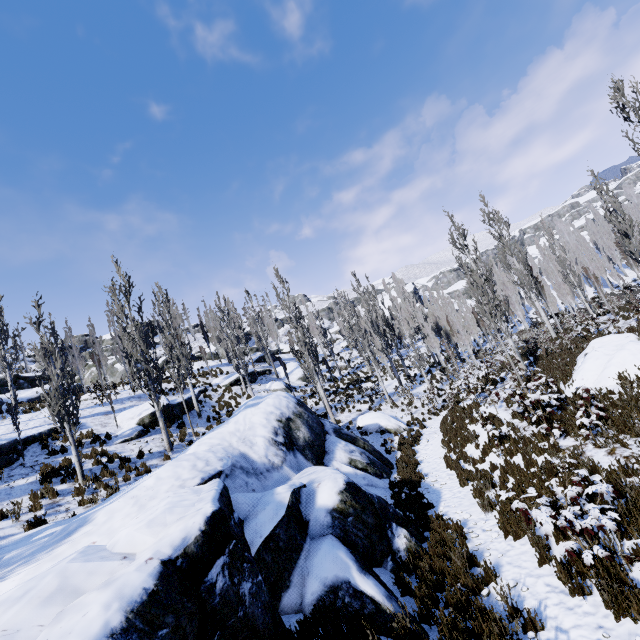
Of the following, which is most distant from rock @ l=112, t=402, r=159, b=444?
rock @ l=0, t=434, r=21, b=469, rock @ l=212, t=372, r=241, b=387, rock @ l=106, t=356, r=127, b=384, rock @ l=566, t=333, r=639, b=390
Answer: rock @ l=566, t=333, r=639, b=390

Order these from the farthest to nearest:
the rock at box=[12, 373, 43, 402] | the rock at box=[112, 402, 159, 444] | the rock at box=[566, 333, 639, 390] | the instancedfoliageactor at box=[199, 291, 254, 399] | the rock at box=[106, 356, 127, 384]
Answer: the rock at box=[106, 356, 127, 384], the rock at box=[12, 373, 43, 402], the instancedfoliageactor at box=[199, 291, 254, 399], the rock at box=[112, 402, 159, 444], the rock at box=[566, 333, 639, 390]

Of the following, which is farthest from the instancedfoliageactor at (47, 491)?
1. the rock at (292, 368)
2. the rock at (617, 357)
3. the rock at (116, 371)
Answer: the rock at (116, 371)

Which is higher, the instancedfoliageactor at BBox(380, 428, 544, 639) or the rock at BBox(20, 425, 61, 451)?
the rock at BBox(20, 425, 61, 451)

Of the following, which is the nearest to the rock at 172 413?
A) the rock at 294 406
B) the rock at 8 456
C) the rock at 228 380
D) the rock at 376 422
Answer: the rock at 228 380

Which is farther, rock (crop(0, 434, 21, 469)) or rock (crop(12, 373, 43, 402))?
rock (crop(12, 373, 43, 402))

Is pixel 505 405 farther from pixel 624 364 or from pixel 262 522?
pixel 262 522

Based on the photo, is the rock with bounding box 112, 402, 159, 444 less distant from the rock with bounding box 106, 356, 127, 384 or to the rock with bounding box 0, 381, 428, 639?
the rock with bounding box 0, 381, 428, 639
